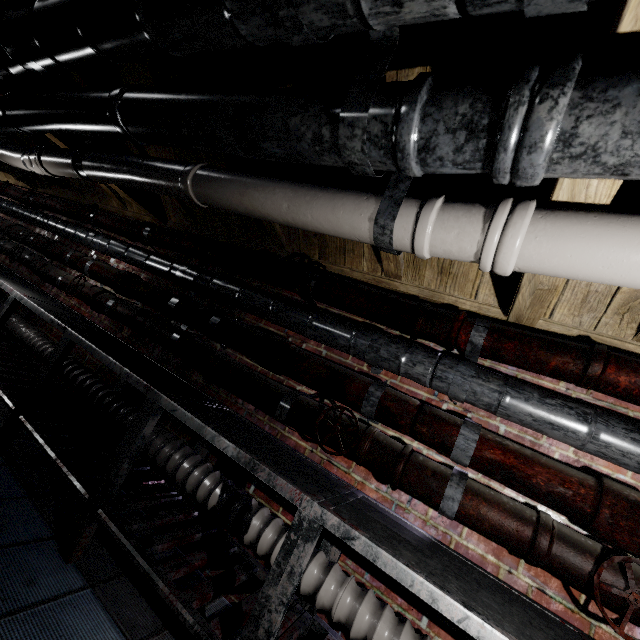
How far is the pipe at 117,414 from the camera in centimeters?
227cm

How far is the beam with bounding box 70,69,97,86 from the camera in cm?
196

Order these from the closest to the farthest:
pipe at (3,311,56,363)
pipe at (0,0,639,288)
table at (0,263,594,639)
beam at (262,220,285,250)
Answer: pipe at (0,0,639,288) < table at (0,263,594,639) < beam at (262,220,285,250) < pipe at (3,311,56,363)

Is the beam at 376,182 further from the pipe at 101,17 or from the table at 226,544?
the table at 226,544

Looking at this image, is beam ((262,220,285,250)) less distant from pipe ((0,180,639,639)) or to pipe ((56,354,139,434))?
pipe ((0,180,639,639))

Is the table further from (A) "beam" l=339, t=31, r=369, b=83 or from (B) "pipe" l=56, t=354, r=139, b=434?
(A) "beam" l=339, t=31, r=369, b=83

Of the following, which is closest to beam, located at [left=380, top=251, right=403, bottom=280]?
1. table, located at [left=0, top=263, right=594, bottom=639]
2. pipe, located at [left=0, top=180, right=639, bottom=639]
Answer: pipe, located at [left=0, top=180, right=639, bottom=639]

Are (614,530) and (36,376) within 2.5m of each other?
no
